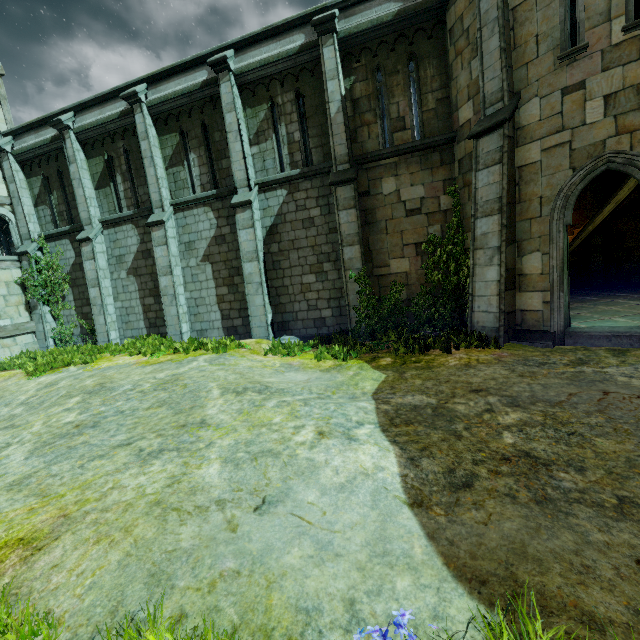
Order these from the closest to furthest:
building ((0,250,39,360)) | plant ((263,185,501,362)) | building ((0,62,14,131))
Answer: plant ((263,185,501,362)) → building ((0,250,39,360)) → building ((0,62,14,131))

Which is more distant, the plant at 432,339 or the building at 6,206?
the building at 6,206

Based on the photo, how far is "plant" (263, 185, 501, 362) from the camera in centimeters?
825cm

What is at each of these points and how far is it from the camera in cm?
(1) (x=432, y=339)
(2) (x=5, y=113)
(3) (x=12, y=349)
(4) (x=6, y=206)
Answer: (1) plant, 874
(2) building, 1458
(3) building, 1384
(4) building, 1431

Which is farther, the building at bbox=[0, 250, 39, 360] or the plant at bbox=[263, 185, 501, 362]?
the building at bbox=[0, 250, 39, 360]

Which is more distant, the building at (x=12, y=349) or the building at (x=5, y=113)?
the building at (x=5, y=113)
